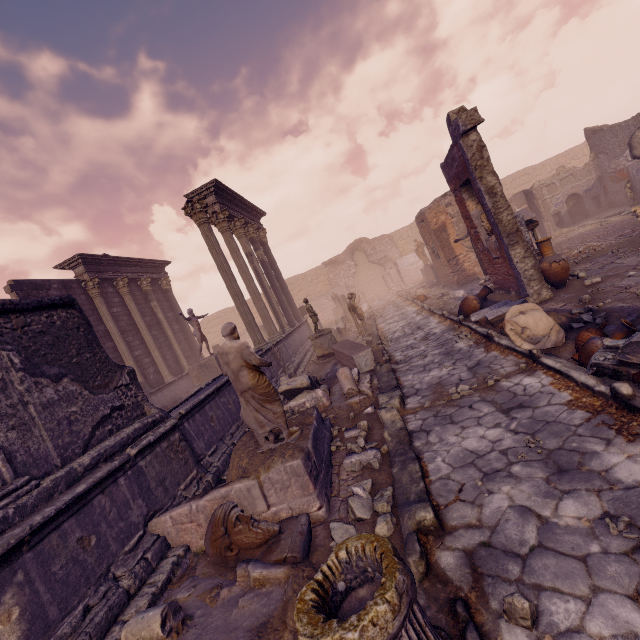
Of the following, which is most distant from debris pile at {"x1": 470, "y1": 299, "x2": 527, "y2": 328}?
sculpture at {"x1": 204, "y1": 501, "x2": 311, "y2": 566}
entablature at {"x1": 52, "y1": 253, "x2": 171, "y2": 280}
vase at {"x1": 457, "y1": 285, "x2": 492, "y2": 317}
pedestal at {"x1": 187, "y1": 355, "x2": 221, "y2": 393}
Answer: entablature at {"x1": 52, "y1": 253, "x2": 171, "y2": 280}

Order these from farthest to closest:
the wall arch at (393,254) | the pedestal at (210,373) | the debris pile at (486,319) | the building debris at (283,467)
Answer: the wall arch at (393,254) < the pedestal at (210,373) < the debris pile at (486,319) < the building debris at (283,467)

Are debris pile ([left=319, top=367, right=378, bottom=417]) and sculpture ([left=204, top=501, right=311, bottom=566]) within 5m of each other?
yes

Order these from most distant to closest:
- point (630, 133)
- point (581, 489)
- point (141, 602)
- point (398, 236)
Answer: point (398, 236), point (630, 133), point (141, 602), point (581, 489)

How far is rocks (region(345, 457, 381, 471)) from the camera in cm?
445

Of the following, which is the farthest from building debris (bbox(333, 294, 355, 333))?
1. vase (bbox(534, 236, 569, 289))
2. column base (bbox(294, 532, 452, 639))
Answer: column base (bbox(294, 532, 452, 639))

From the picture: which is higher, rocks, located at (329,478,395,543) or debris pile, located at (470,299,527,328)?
debris pile, located at (470,299,527,328)

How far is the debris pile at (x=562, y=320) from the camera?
5.76m
